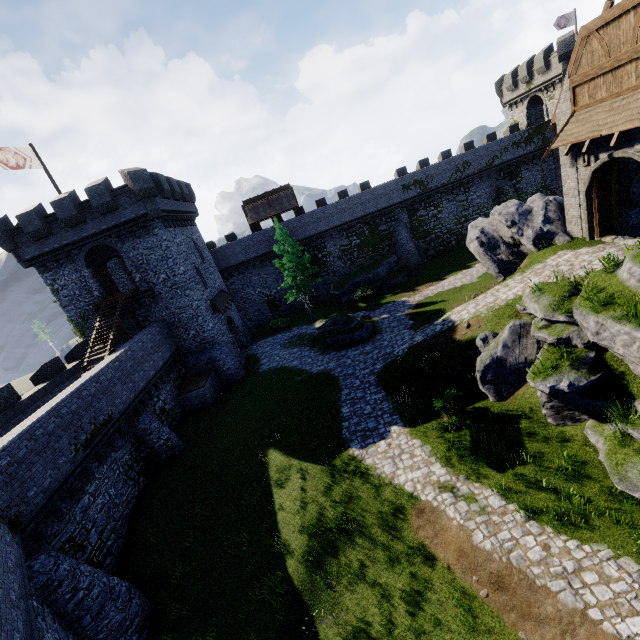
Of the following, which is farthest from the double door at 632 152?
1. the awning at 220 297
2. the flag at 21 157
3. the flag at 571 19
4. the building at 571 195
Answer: the flag at 571 19

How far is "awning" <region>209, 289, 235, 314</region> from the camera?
27.86m

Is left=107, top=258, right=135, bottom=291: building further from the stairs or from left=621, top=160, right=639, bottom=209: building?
left=621, top=160, right=639, bottom=209: building

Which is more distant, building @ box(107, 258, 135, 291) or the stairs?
building @ box(107, 258, 135, 291)

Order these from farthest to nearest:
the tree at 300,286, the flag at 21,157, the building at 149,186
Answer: the tree at 300,286 < the building at 149,186 < the flag at 21,157

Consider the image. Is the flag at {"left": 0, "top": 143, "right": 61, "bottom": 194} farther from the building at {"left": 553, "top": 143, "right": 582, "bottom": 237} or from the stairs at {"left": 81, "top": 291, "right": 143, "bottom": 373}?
the building at {"left": 553, "top": 143, "right": 582, "bottom": 237}

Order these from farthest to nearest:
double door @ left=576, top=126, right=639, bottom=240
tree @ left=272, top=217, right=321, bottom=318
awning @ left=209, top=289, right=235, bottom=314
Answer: tree @ left=272, top=217, right=321, bottom=318, awning @ left=209, top=289, right=235, bottom=314, double door @ left=576, top=126, right=639, bottom=240

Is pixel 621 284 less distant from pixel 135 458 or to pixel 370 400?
pixel 370 400
